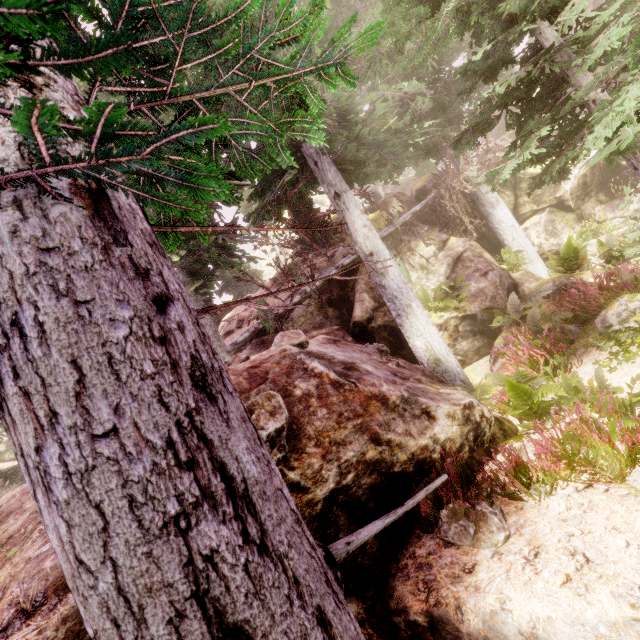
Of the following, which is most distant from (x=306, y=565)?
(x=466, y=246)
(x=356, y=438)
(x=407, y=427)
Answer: (x=466, y=246)

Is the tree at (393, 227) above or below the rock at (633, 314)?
above

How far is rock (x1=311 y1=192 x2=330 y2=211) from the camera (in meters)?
42.94

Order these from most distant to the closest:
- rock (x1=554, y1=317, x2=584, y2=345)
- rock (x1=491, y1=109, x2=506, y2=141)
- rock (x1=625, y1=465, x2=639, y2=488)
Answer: rock (x1=491, y1=109, x2=506, y2=141) → rock (x1=554, y1=317, x2=584, y2=345) → rock (x1=625, y1=465, x2=639, y2=488)

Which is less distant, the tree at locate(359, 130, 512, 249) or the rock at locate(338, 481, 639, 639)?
the rock at locate(338, 481, 639, 639)

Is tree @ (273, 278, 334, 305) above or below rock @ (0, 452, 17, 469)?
below

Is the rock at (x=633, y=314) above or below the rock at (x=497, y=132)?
below
